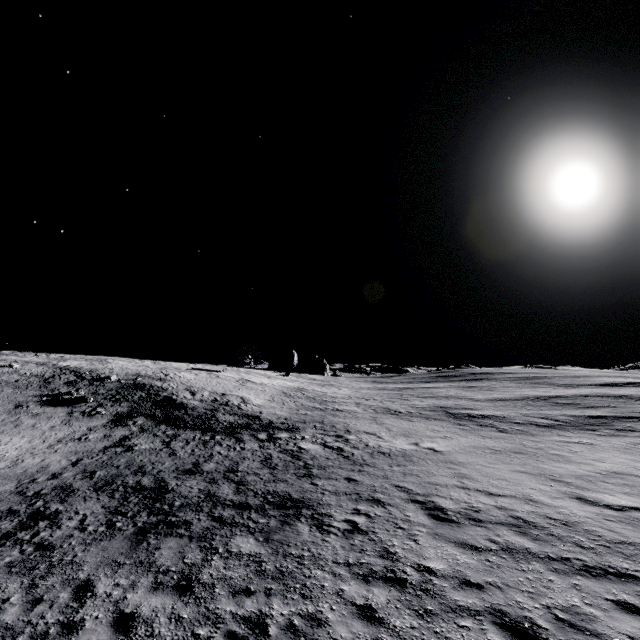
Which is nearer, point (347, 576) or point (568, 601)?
point (568, 601)
